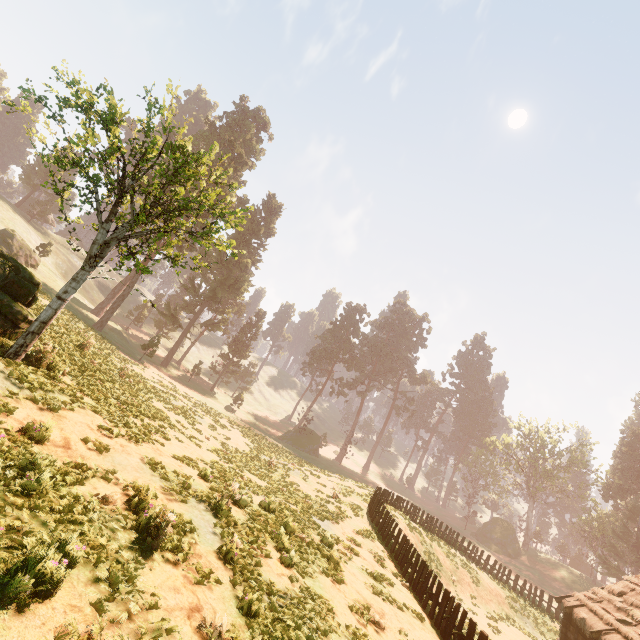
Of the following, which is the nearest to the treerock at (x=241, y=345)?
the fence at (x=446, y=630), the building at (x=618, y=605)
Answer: the building at (x=618, y=605)

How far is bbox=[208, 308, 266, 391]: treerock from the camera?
53.62m

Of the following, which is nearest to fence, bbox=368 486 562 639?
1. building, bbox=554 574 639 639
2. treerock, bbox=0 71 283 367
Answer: building, bbox=554 574 639 639

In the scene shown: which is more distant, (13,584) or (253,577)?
(253,577)

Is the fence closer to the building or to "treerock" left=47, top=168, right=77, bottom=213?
the building

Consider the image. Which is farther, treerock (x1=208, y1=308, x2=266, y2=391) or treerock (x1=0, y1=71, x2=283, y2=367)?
treerock (x1=208, y1=308, x2=266, y2=391)
